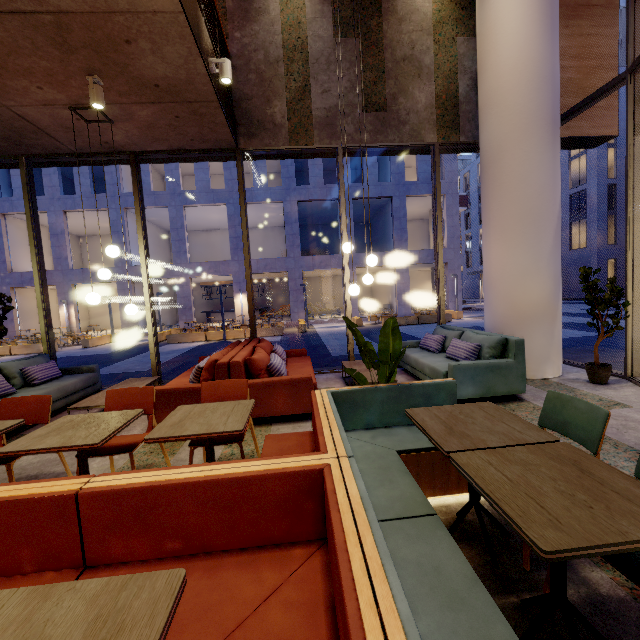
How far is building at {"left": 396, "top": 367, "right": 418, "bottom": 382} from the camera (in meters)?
5.75

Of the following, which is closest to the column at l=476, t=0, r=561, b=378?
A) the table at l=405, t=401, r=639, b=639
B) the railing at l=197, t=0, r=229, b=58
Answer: the table at l=405, t=401, r=639, b=639

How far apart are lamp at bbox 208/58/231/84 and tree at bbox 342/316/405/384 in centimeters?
367cm

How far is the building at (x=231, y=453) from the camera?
3.31m

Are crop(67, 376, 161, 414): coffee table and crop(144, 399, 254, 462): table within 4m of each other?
yes

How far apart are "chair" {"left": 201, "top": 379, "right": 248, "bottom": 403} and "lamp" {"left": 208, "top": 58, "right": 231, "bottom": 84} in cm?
394

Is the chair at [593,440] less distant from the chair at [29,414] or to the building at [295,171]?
the chair at [29,414]

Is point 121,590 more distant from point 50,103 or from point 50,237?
point 50,237
